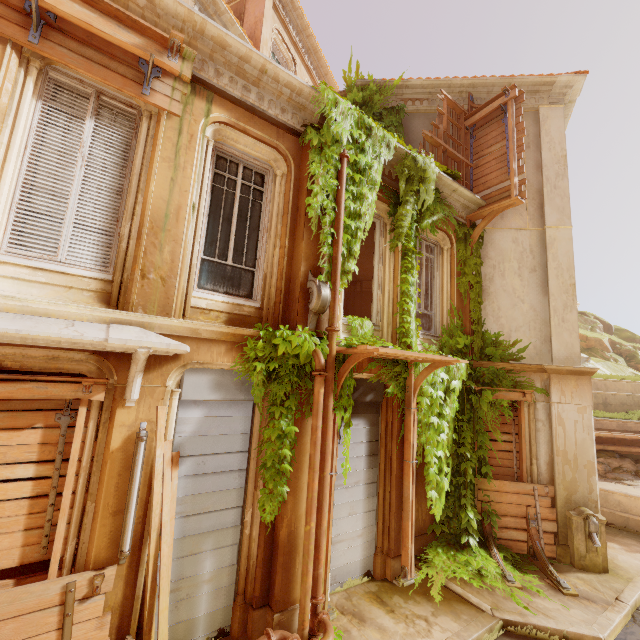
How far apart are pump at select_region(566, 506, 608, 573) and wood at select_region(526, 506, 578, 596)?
0.4 meters

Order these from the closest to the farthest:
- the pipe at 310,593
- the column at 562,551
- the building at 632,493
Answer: the pipe at 310,593
the column at 562,551
the building at 632,493

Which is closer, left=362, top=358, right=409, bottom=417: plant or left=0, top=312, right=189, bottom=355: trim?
left=0, top=312, right=189, bottom=355: trim

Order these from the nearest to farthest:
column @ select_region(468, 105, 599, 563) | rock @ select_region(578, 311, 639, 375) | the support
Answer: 1. the support
2. column @ select_region(468, 105, 599, 563)
3. rock @ select_region(578, 311, 639, 375)

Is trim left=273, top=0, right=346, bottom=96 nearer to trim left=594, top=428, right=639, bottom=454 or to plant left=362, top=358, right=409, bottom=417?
plant left=362, top=358, right=409, bottom=417

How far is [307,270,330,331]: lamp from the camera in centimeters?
529cm

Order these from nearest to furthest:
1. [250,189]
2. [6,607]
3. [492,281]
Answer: [6,607] < [250,189] < [492,281]

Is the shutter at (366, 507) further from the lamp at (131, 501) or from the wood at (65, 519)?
the wood at (65, 519)
